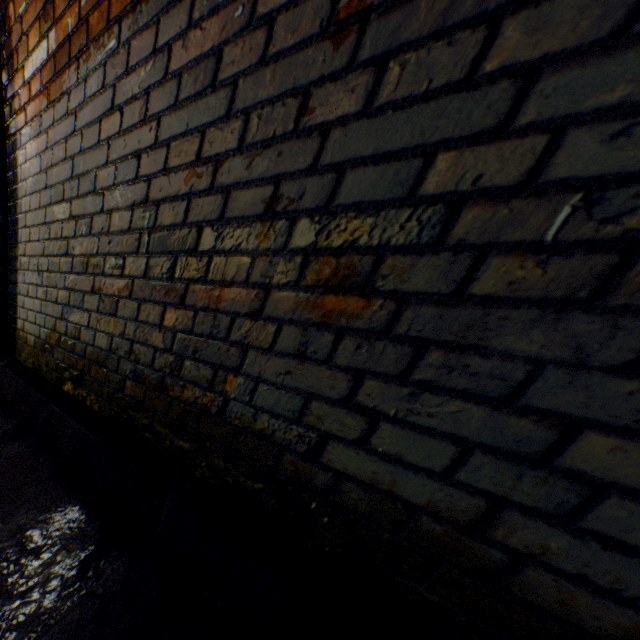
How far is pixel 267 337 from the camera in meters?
0.8 m
